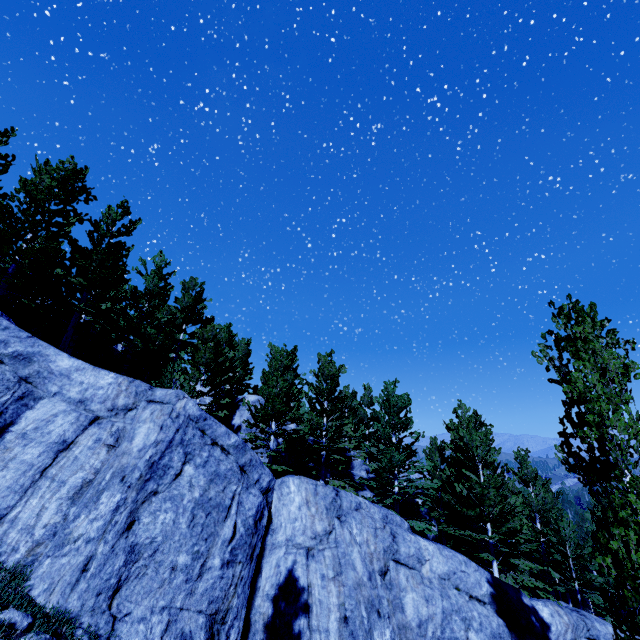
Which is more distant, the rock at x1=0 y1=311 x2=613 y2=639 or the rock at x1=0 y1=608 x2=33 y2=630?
the rock at x1=0 y1=311 x2=613 y2=639

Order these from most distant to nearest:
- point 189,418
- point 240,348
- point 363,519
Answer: point 240,348 → point 363,519 → point 189,418

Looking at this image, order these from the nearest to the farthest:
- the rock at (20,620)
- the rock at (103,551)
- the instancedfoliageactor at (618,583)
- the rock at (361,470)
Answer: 1. the rock at (20,620)
2. the instancedfoliageactor at (618,583)
3. the rock at (103,551)
4. the rock at (361,470)

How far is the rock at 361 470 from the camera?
21.97m

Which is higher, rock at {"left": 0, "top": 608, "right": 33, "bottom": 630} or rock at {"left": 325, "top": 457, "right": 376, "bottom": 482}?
rock at {"left": 325, "top": 457, "right": 376, "bottom": 482}

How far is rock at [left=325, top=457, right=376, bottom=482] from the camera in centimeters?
2197cm
